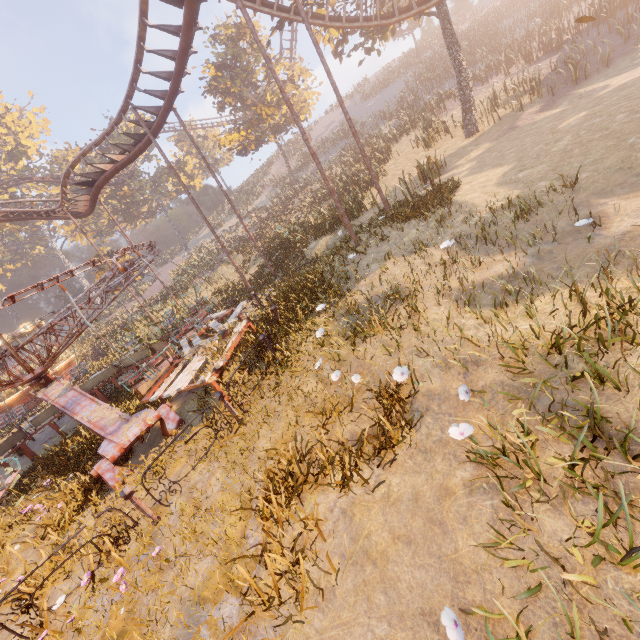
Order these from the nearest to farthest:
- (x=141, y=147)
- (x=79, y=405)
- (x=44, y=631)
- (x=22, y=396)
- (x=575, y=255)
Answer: (x=44, y=631)
(x=575, y=255)
(x=79, y=405)
(x=141, y=147)
(x=22, y=396)

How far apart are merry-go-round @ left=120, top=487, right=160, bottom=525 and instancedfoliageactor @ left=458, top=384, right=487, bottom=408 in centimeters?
419cm

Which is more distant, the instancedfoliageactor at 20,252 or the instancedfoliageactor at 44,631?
the instancedfoliageactor at 20,252

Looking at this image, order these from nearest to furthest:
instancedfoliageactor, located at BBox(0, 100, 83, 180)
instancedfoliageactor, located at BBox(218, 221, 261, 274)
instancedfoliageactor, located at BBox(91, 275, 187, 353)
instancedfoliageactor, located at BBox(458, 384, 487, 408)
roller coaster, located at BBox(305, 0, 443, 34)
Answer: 1. instancedfoliageactor, located at BBox(458, 384, 487, 408)
2. roller coaster, located at BBox(305, 0, 443, 34)
3. instancedfoliageactor, located at BBox(91, 275, 187, 353)
4. instancedfoliageactor, located at BBox(218, 221, 261, 274)
5. instancedfoliageactor, located at BBox(0, 100, 83, 180)

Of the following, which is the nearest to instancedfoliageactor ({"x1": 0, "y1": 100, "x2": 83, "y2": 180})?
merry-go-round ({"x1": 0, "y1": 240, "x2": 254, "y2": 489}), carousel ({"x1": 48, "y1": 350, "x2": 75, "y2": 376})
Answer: carousel ({"x1": 48, "y1": 350, "x2": 75, "y2": 376})

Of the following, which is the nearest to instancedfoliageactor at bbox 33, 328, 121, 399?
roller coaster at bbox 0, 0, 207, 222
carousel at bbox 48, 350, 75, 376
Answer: carousel at bbox 48, 350, 75, 376

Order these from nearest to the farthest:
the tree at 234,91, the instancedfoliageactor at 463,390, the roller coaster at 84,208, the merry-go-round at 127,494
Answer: the instancedfoliageactor at 463,390
the merry-go-round at 127,494
the roller coaster at 84,208
the tree at 234,91

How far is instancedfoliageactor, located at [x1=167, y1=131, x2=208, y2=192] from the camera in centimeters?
4731cm
